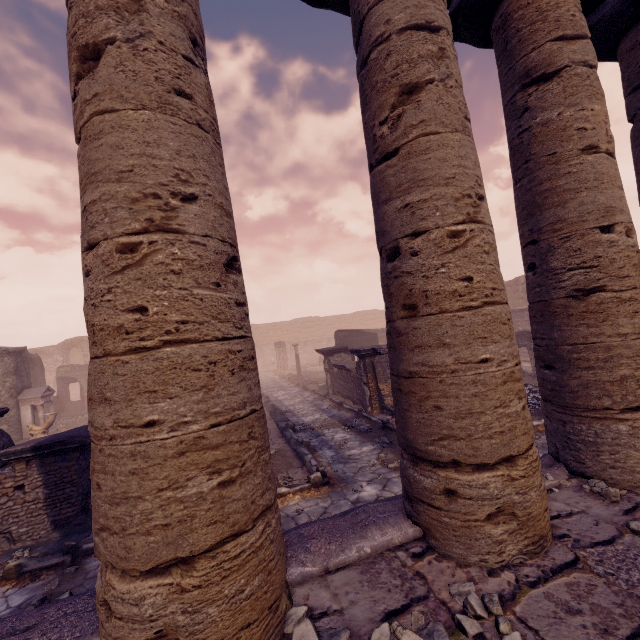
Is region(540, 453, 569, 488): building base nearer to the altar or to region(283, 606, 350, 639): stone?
region(283, 606, 350, 639): stone

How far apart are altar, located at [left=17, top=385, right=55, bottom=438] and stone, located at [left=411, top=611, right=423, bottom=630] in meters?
17.7

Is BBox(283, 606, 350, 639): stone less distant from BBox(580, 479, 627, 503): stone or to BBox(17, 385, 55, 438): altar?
BBox(580, 479, 627, 503): stone

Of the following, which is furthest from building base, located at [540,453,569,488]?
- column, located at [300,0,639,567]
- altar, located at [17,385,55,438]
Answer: altar, located at [17,385,55,438]

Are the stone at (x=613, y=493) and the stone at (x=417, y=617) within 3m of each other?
yes

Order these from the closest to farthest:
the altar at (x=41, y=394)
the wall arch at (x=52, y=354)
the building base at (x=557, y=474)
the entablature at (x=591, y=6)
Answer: the building base at (x=557, y=474) < the entablature at (x=591, y=6) < the altar at (x=41, y=394) < the wall arch at (x=52, y=354)

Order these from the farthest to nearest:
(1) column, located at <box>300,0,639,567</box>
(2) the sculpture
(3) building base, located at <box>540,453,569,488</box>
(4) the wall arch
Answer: (4) the wall arch, (2) the sculpture, (3) building base, located at <box>540,453,569,488</box>, (1) column, located at <box>300,0,639,567</box>

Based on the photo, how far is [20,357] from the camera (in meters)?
14.55
